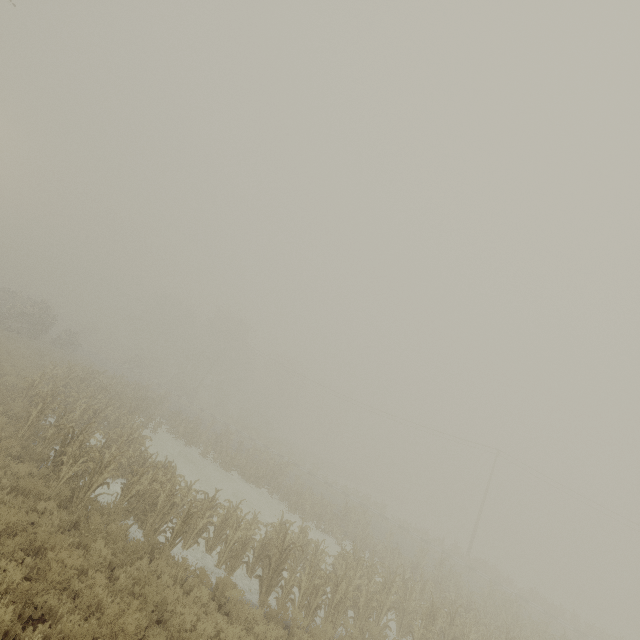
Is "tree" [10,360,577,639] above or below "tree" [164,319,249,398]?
below

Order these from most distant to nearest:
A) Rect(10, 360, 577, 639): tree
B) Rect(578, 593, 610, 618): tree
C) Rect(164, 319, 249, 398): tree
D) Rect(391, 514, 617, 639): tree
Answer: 1. Rect(578, 593, 610, 618): tree
2. Rect(164, 319, 249, 398): tree
3. Rect(391, 514, 617, 639): tree
4. Rect(10, 360, 577, 639): tree

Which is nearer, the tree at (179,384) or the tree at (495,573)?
the tree at (495,573)

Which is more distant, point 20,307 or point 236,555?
point 20,307

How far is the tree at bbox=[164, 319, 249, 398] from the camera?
48.4m

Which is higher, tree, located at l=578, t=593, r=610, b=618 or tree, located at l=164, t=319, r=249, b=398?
tree, located at l=164, t=319, r=249, b=398

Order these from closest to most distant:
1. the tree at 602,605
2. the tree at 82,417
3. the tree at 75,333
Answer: the tree at 82,417 < the tree at 75,333 < the tree at 602,605

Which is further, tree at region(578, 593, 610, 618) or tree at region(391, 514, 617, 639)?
tree at region(578, 593, 610, 618)
